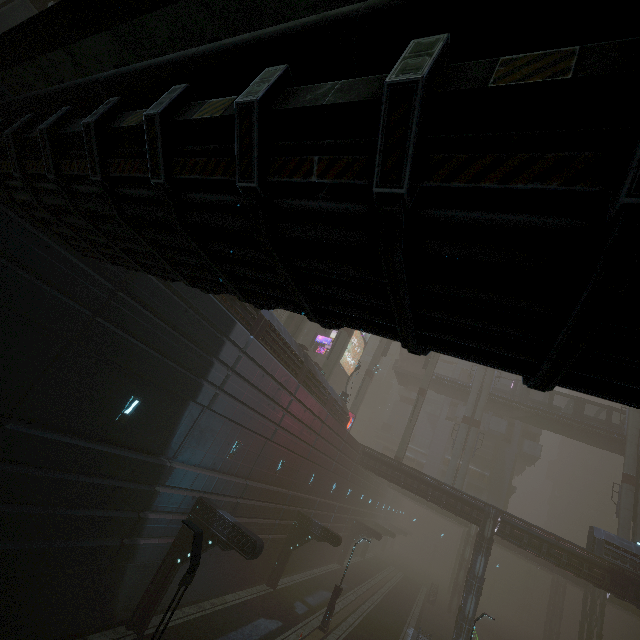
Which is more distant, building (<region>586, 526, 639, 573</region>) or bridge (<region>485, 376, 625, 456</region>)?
bridge (<region>485, 376, 625, 456</region>)

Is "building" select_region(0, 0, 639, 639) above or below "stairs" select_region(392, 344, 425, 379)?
below

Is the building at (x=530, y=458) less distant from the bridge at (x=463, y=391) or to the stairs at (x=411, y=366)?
the bridge at (x=463, y=391)

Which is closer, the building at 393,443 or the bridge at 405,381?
the bridge at 405,381

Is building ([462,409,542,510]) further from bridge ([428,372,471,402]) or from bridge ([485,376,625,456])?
bridge ([428,372,471,402])

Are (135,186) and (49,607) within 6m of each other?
no

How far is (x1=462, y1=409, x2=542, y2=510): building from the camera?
49.19m

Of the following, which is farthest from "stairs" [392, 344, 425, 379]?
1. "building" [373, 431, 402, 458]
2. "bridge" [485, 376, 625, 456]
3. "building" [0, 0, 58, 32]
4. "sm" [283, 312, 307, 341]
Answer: "building" [373, 431, 402, 458]
